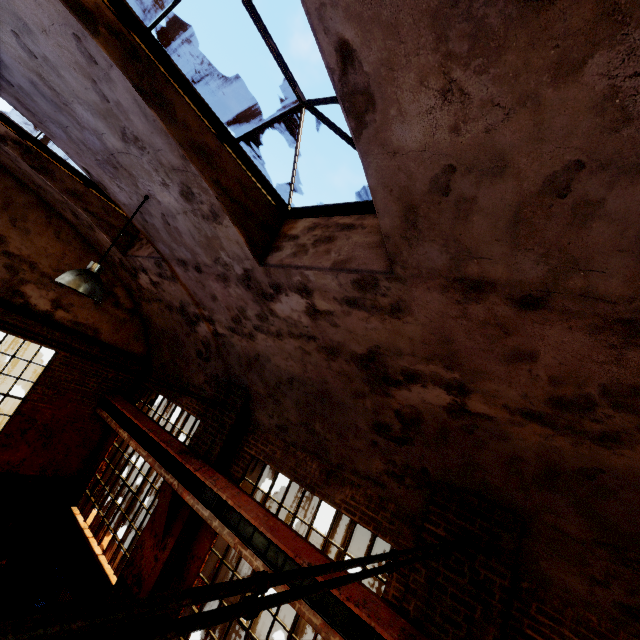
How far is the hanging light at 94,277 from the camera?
4.0 meters

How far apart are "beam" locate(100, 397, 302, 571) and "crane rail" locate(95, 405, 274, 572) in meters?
0.0

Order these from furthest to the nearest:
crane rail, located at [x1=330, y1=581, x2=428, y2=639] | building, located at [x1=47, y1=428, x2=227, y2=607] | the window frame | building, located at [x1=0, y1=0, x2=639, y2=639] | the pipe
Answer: building, located at [x1=47, y1=428, x2=227, y2=607]
crane rail, located at [x1=330, y1=581, x2=428, y2=639]
the window frame
building, located at [x1=0, y1=0, x2=639, y2=639]
the pipe

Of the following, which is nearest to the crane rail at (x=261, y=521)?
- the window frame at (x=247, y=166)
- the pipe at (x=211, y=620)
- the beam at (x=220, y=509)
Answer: the beam at (x=220, y=509)

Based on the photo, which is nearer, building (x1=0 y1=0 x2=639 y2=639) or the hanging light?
building (x1=0 y1=0 x2=639 y2=639)

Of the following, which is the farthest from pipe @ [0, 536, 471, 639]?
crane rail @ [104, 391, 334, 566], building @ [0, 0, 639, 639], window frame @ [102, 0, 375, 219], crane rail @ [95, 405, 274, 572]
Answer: window frame @ [102, 0, 375, 219]

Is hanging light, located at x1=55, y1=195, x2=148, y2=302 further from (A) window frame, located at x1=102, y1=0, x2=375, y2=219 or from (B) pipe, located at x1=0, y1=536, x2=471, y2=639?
(B) pipe, located at x1=0, y1=536, x2=471, y2=639

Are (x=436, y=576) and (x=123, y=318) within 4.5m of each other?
no
